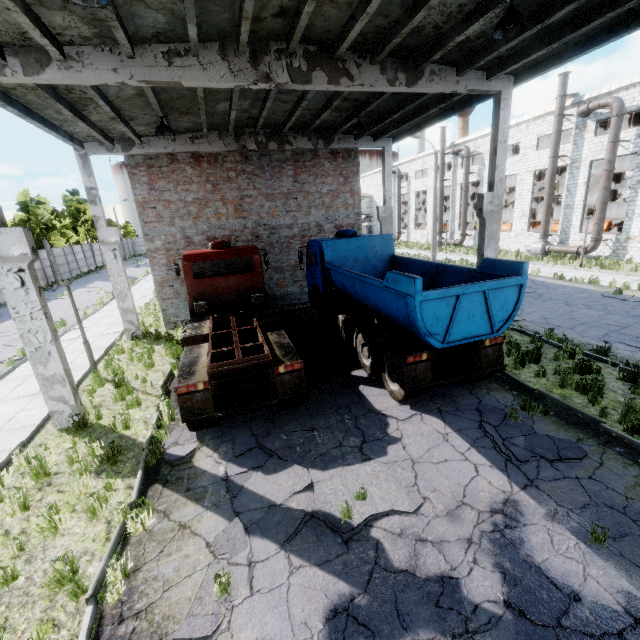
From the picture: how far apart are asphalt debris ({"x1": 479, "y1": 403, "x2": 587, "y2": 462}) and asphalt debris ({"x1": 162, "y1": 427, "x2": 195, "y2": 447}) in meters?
6.2

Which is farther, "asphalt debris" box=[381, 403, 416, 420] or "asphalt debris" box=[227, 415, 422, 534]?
"asphalt debris" box=[381, 403, 416, 420]

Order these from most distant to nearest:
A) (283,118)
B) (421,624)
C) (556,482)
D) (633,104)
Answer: (633,104)
(283,118)
(556,482)
(421,624)

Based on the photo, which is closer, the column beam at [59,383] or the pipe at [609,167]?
the column beam at [59,383]

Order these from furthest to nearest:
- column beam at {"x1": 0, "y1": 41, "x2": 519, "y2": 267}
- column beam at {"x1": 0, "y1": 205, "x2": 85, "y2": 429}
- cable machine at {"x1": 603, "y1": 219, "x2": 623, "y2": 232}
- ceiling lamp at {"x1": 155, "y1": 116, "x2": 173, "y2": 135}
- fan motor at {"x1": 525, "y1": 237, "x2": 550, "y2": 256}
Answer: fan motor at {"x1": 525, "y1": 237, "x2": 550, "y2": 256}, cable machine at {"x1": 603, "y1": 219, "x2": 623, "y2": 232}, ceiling lamp at {"x1": 155, "y1": 116, "x2": 173, "y2": 135}, column beam at {"x1": 0, "y1": 205, "x2": 85, "y2": 429}, column beam at {"x1": 0, "y1": 41, "x2": 519, "y2": 267}

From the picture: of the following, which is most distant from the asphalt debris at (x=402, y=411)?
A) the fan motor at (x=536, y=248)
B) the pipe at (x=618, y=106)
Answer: the fan motor at (x=536, y=248)

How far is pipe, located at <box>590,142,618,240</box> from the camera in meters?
21.0 m

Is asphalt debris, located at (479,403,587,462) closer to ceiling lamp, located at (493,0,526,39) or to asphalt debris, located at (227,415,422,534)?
asphalt debris, located at (227,415,422,534)
